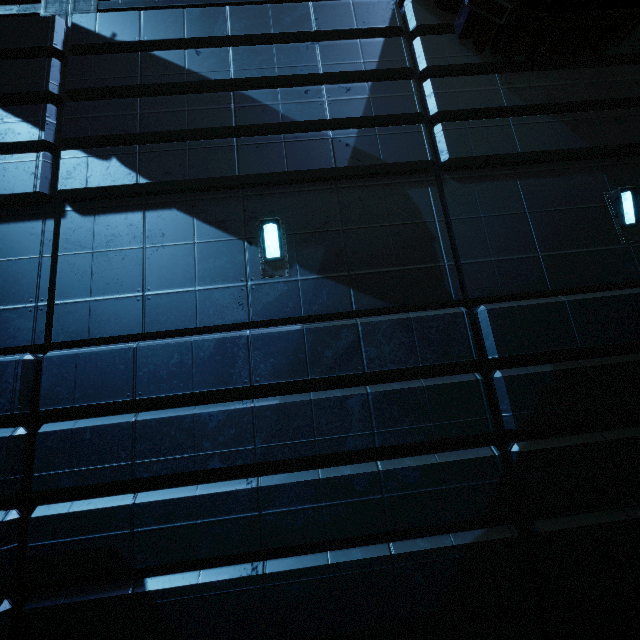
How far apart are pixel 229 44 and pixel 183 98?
1.44m
